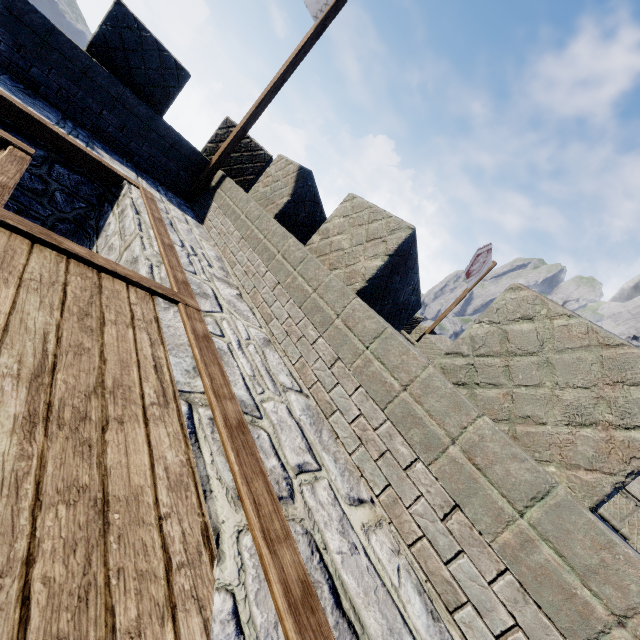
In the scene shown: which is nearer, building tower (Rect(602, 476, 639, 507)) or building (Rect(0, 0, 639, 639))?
building (Rect(0, 0, 639, 639))

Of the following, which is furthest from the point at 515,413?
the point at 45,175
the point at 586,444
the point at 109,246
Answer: the point at 45,175

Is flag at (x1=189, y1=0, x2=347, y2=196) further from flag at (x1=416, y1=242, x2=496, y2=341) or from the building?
flag at (x1=416, y1=242, x2=496, y2=341)

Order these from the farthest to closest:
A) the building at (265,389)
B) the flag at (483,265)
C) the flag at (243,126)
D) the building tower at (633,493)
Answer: the building tower at (633,493) < the flag at (483,265) < the flag at (243,126) < the building at (265,389)

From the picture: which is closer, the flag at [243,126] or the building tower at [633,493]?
the flag at [243,126]

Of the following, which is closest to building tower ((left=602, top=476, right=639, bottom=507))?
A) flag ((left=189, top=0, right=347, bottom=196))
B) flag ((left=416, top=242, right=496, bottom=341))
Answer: flag ((left=416, top=242, right=496, bottom=341))

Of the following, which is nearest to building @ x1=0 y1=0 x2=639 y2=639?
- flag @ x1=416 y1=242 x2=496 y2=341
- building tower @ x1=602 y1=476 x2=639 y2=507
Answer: flag @ x1=416 y1=242 x2=496 y2=341

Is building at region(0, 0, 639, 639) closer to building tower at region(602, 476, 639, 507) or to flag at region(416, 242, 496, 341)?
flag at region(416, 242, 496, 341)
